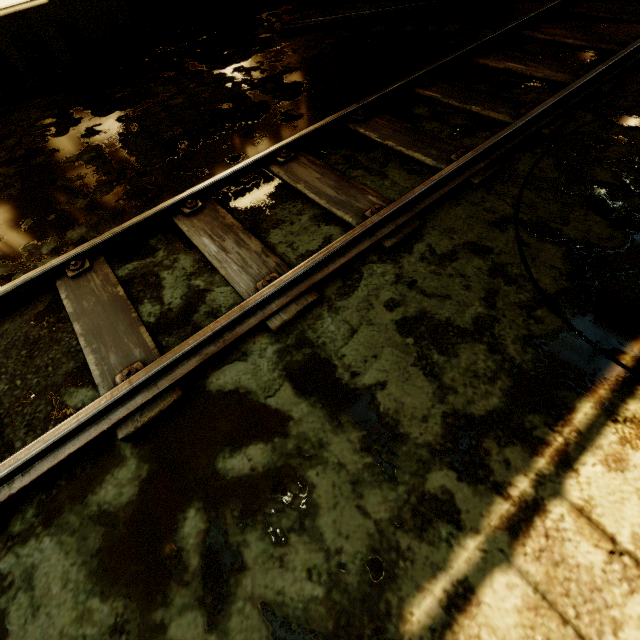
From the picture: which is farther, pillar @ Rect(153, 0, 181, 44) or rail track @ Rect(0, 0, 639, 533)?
pillar @ Rect(153, 0, 181, 44)

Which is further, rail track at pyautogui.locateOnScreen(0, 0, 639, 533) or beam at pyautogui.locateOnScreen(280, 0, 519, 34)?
beam at pyautogui.locateOnScreen(280, 0, 519, 34)

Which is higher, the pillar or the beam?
the pillar

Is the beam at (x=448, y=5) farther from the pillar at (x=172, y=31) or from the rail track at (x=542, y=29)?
the pillar at (x=172, y=31)

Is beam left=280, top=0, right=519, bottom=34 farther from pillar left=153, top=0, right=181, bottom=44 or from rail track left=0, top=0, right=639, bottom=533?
pillar left=153, top=0, right=181, bottom=44

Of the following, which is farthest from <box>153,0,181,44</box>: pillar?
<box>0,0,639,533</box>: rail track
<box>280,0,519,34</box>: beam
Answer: <box>0,0,639,533</box>: rail track

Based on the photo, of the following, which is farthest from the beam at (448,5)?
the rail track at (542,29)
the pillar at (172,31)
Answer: the pillar at (172,31)

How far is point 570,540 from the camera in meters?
1.3 m
